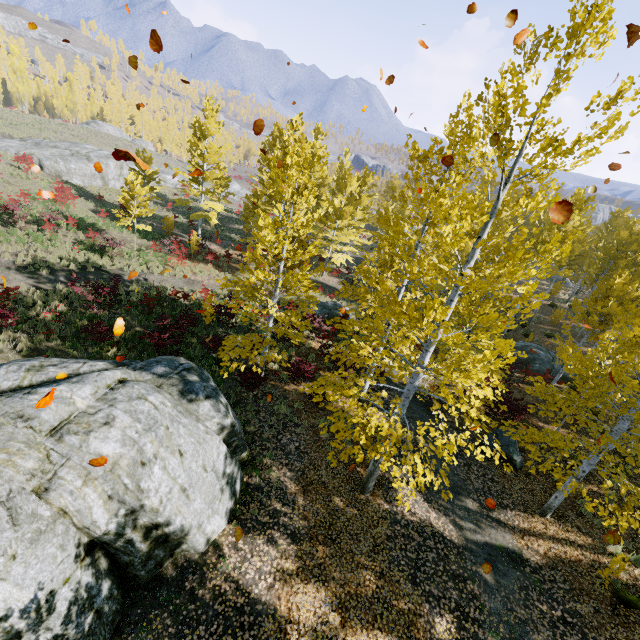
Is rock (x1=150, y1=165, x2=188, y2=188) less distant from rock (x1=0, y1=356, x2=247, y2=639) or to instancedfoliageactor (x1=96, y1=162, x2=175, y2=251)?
instancedfoliageactor (x1=96, y1=162, x2=175, y2=251)

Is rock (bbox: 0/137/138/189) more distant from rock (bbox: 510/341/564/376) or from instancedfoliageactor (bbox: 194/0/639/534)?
rock (bbox: 510/341/564/376)

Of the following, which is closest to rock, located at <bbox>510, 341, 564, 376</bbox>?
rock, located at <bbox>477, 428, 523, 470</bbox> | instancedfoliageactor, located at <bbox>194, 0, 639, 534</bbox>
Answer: instancedfoliageactor, located at <bbox>194, 0, 639, 534</bbox>

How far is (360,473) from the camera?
10.89m

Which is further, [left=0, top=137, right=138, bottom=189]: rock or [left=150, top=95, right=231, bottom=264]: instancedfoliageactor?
[left=0, top=137, right=138, bottom=189]: rock

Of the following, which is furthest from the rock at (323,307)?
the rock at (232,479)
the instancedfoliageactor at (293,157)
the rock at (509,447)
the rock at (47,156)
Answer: the rock at (47,156)

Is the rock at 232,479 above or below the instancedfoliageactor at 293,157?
below

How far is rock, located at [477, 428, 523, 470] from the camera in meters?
12.3 m
